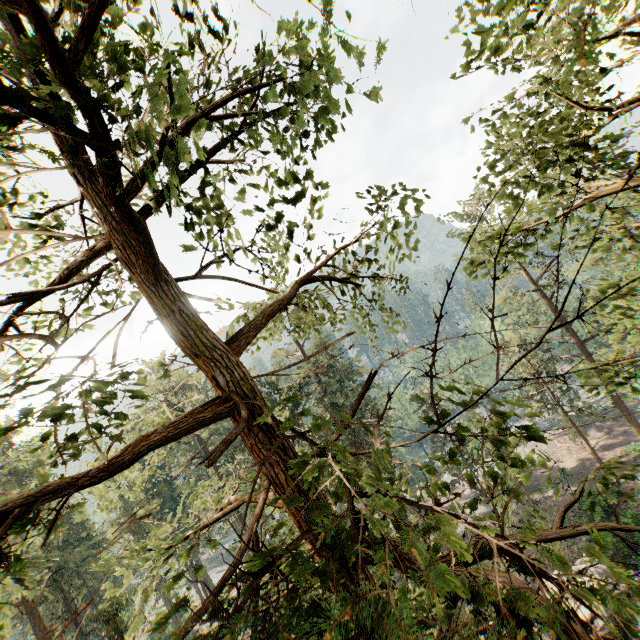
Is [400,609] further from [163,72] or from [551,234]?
[551,234]
